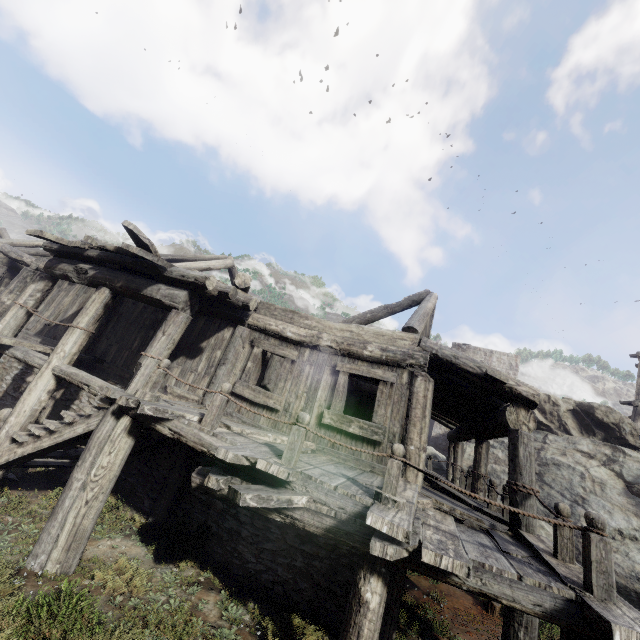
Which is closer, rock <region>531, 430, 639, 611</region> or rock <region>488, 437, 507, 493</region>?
rock <region>531, 430, 639, 611</region>

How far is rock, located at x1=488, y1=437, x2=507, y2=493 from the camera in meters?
14.8

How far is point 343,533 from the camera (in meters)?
4.04

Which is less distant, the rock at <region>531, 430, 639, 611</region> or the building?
the building

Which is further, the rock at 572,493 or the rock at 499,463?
the rock at 499,463

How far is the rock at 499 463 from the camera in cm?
1478

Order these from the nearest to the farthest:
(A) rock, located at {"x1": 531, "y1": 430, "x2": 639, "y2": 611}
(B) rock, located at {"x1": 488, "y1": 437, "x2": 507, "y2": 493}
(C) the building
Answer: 1. (C) the building
2. (A) rock, located at {"x1": 531, "y1": 430, "x2": 639, "y2": 611}
3. (B) rock, located at {"x1": 488, "y1": 437, "x2": 507, "y2": 493}
